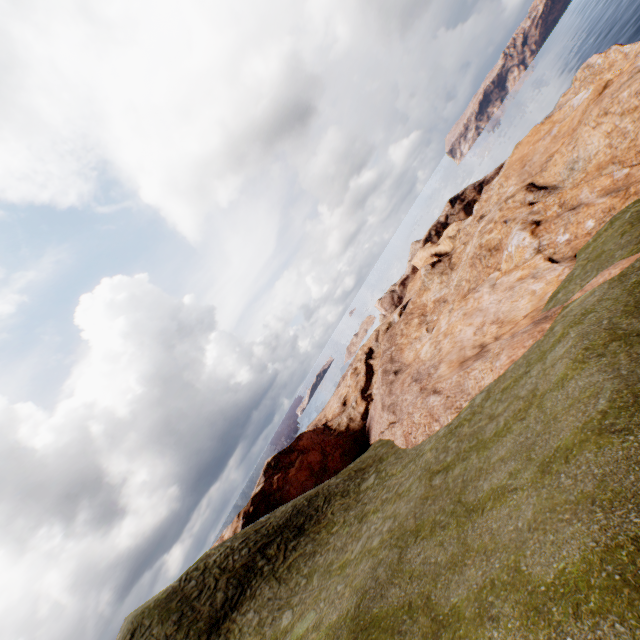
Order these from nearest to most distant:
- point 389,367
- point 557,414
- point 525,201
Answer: point 557,414
point 525,201
point 389,367
